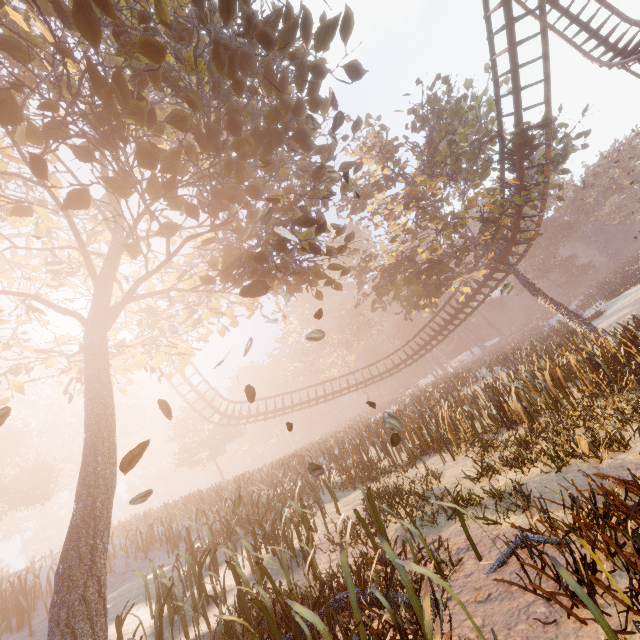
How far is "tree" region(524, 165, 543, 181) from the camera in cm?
1746

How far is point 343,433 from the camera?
33.1 meters

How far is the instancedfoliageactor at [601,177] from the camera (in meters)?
54.75

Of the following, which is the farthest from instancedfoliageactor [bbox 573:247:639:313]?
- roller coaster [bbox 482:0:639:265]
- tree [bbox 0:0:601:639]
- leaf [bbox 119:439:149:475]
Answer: leaf [bbox 119:439:149:475]

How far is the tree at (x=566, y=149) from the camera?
16.8m

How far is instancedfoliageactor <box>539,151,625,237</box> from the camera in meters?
54.8

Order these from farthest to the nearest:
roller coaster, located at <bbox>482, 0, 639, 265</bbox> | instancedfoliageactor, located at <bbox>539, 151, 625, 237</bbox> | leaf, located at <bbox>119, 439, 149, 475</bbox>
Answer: instancedfoliageactor, located at <bbox>539, 151, 625, 237</bbox> < roller coaster, located at <bbox>482, 0, 639, 265</bbox> < leaf, located at <bbox>119, 439, 149, 475</bbox>
